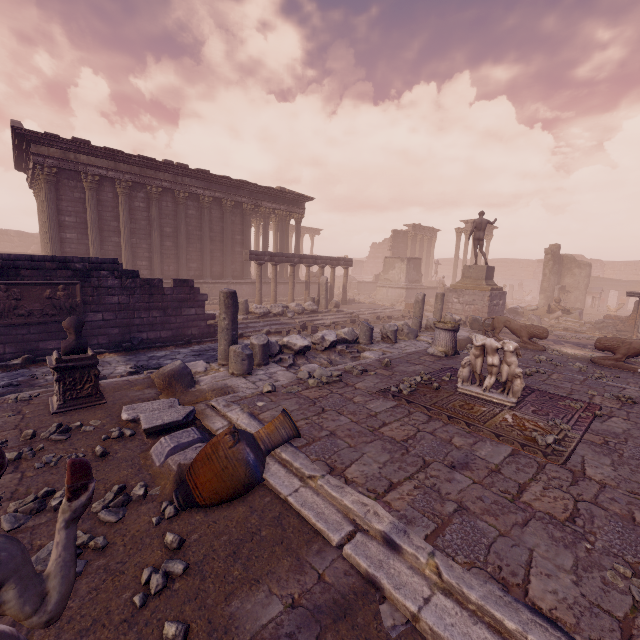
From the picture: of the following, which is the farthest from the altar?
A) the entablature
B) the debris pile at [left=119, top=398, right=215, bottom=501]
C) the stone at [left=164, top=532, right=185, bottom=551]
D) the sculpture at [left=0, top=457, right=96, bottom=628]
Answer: the stone at [left=164, top=532, right=185, bottom=551]

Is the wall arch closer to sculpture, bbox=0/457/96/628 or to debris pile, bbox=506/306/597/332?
debris pile, bbox=506/306/597/332

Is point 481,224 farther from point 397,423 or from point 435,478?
point 435,478

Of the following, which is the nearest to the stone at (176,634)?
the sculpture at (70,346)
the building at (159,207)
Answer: the sculpture at (70,346)

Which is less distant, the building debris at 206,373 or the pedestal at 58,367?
the pedestal at 58,367

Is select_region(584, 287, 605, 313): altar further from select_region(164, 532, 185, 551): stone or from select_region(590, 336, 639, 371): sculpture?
select_region(164, 532, 185, 551): stone

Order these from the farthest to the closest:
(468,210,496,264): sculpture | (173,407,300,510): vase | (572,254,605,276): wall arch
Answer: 1. (572,254,605,276): wall arch
2. (468,210,496,264): sculpture
3. (173,407,300,510): vase

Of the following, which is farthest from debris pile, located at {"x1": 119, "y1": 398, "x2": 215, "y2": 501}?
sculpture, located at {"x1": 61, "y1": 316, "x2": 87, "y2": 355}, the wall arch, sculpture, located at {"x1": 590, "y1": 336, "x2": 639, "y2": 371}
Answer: the wall arch
